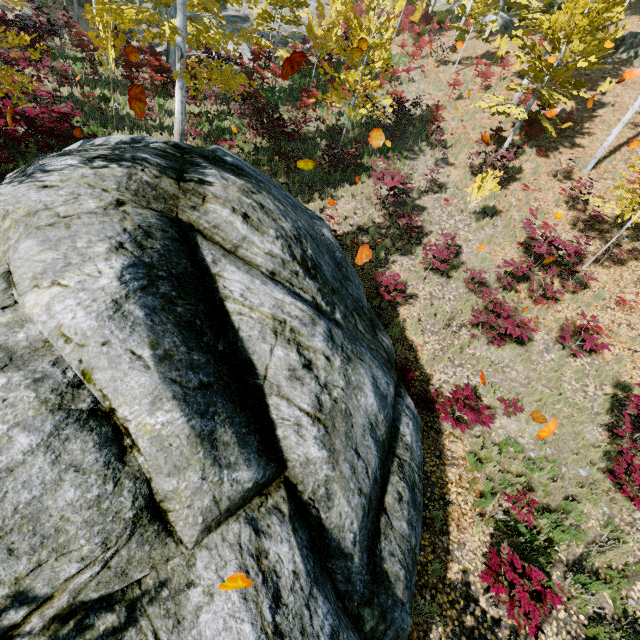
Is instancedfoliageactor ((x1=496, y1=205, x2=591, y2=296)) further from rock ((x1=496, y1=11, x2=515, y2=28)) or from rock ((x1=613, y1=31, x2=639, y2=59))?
rock ((x1=613, y1=31, x2=639, y2=59))

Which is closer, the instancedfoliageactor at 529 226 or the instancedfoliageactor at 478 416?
the instancedfoliageactor at 478 416

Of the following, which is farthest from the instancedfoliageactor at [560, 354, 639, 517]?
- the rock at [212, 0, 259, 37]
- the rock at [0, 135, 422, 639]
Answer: the rock at [0, 135, 422, 639]

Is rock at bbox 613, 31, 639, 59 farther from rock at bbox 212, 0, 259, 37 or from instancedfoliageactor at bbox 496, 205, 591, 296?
rock at bbox 212, 0, 259, 37

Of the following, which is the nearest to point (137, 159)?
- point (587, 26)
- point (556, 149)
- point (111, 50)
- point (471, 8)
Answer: point (111, 50)

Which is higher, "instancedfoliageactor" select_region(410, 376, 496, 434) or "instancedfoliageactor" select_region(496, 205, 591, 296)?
"instancedfoliageactor" select_region(496, 205, 591, 296)

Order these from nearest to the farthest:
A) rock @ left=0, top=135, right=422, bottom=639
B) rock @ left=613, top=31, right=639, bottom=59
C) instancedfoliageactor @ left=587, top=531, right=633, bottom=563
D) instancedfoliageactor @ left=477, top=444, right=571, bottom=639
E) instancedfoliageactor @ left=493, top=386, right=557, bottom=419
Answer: rock @ left=0, top=135, right=422, bottom=639, instancedfoliageactor @ left=477, top=444, right=571, bottom=639, instancedfoliageactor @ left=587, top=531, right=633, bottom=563, instancedfoliageactor @ left=493, top=386, right=557, bottom=419, rock @ left=613, top=31, right=639, bottom=59

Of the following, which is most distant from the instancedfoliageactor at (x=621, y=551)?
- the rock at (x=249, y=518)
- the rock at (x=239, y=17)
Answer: the rock at (x=249, y=518)
